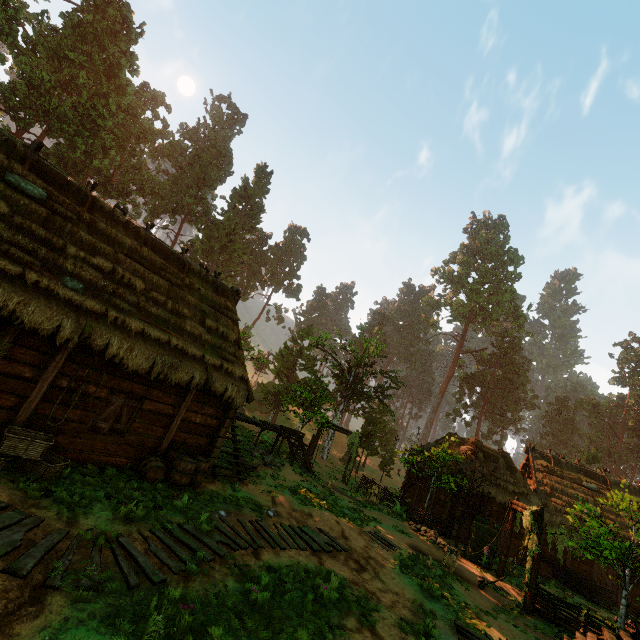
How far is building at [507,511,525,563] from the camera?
20.4 meters

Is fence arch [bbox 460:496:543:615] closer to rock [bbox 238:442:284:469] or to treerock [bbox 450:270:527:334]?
treerock [bbox 450:270:527:334]

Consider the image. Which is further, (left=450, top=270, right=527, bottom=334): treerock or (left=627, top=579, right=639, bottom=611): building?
(left=450, top=270, right=527, bottom=334): treerock

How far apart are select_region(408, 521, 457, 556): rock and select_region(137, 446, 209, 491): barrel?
12.22m

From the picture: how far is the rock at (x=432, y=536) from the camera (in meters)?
16.05

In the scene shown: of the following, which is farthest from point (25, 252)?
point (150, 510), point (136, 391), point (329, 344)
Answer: point (329, 344)

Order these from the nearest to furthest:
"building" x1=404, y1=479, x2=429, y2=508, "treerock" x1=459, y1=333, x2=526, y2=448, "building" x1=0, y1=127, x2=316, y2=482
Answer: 1. "building" x1=0, y1=127, x2=316, y2=482
2. "building" x1=404, y1=479, x2=429, y2=508
3. "treerock" x1=459, y1=333, x2=526, y2=448

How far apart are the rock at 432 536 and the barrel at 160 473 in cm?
1222
